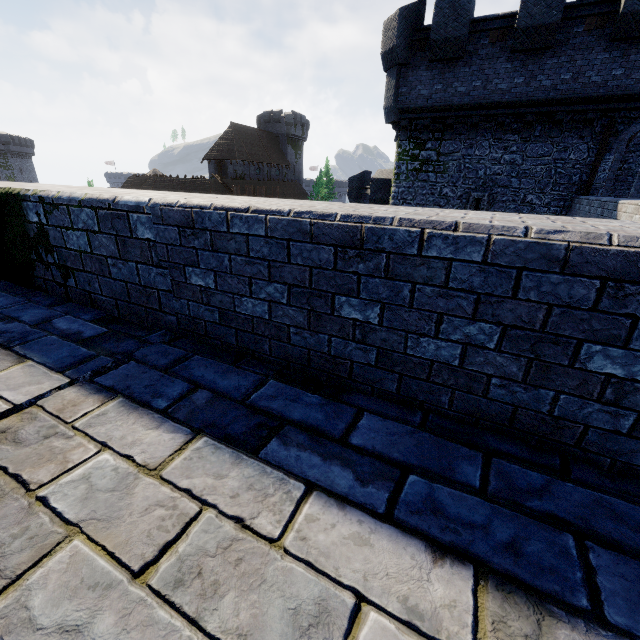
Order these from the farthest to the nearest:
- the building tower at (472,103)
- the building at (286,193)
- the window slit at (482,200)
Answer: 1. the building at (286,193)
2. the window slit at (482,200)
3. the building tower at (472,103)

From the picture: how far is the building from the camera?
45.0 meters

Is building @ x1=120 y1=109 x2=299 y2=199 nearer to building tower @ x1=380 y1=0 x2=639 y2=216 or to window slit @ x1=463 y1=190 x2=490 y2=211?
building tower @ x1=380 y1=0 x2=639 y2=216

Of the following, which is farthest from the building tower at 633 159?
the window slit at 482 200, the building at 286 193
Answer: the building at 286 193

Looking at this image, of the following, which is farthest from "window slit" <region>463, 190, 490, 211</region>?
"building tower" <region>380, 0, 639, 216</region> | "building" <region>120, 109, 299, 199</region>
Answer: "building" <region>120, 109, 299, 199</region>

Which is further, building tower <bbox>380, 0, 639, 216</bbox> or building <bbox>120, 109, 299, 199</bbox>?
building <bbox>120, 109, 299, 199</bbox>

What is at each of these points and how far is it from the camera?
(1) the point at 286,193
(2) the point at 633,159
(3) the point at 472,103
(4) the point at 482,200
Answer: (1) building, 57.91m
(2) building tower, 24.58m
(3) building tower, 13.20m
(4) window slit, 14.43m
